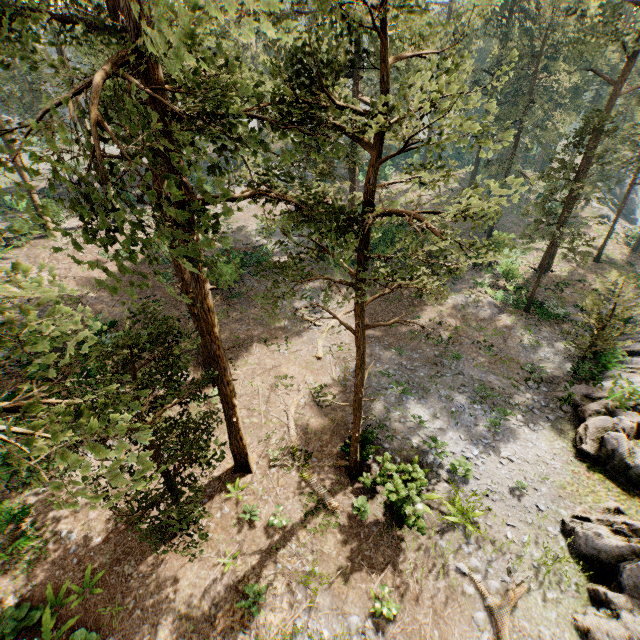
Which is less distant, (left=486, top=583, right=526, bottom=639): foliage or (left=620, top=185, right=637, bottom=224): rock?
(left=486, top=583, right=526, bottom=639): foliage

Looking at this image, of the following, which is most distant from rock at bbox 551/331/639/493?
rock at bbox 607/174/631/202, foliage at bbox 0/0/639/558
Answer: rock at bbox 607/174/631/202

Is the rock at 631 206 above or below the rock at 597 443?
below

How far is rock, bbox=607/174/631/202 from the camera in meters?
56.9 m

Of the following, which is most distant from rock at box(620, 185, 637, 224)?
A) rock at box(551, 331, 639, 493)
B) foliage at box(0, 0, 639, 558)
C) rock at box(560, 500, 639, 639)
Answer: rock at box(560, 500, 639, 639)

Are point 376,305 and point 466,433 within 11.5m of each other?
no

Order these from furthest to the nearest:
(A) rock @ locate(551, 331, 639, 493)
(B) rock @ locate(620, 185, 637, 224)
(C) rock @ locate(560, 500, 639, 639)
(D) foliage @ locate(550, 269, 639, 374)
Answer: (B) rock @ locate(620, 185, 637, 224) → (D) foliage @ locate(550, 269, 639, 374) → (A) rock @ locate(551, 331, 639, 493) → (C) rock @ locate(560, 500, 639, 639)

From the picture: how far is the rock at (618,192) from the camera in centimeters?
5691cm
